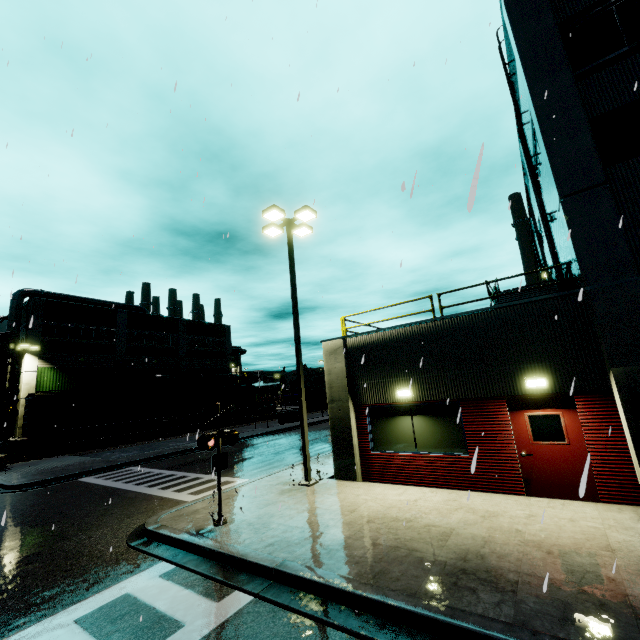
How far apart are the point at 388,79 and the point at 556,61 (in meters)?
5.65

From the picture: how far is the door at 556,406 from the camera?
7.75m

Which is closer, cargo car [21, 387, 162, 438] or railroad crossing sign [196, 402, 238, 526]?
railroad crossing sign [196, 402, 238, 526]

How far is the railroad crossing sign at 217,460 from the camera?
8.0 meters

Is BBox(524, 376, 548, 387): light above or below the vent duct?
below

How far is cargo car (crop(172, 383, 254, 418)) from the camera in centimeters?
3849cm

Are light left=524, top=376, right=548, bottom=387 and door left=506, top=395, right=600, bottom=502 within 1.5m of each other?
yes

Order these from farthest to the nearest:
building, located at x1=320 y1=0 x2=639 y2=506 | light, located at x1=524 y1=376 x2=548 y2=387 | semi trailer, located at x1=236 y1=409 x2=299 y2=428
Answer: semi trailer, located at x1=236 y1=409 x2=299 y2=428, light, located at x1=524 y1=376 x2=548 y2=387, building, located at x1=320 y1=0 x2=639 y2=506
